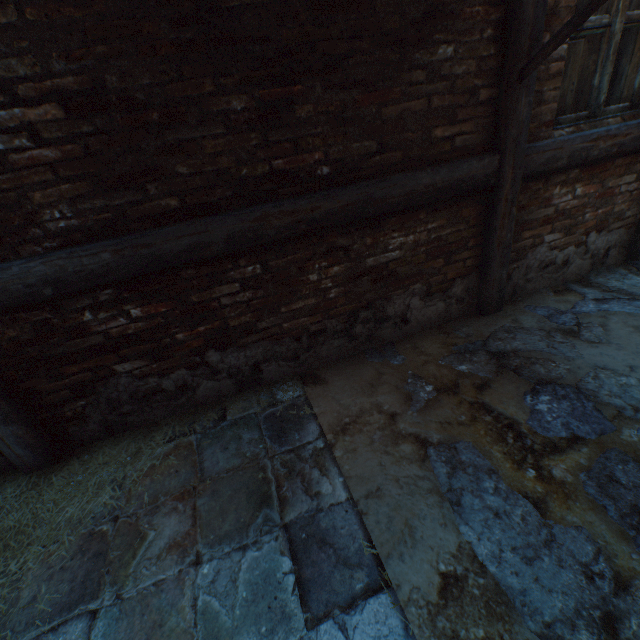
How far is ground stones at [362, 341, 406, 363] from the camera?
2.7 meters

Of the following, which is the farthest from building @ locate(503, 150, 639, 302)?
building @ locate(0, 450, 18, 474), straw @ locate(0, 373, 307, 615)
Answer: building @ locate(0, 450, 18, 474)

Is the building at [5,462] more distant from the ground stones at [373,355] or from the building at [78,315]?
the ground stones at [373,355]

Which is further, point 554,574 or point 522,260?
point 522,260

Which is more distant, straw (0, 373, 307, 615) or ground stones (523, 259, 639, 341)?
ground stones (523, 259, 639, 341)

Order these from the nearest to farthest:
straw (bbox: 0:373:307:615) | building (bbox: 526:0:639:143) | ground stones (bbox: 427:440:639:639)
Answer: ground stones (bbox: 427:440:639:639) < straw (bbox: 0:373:307:615) < building (bbox: 526:0:639:143)

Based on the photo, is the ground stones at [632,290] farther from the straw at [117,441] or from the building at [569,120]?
the building at [569,120]
